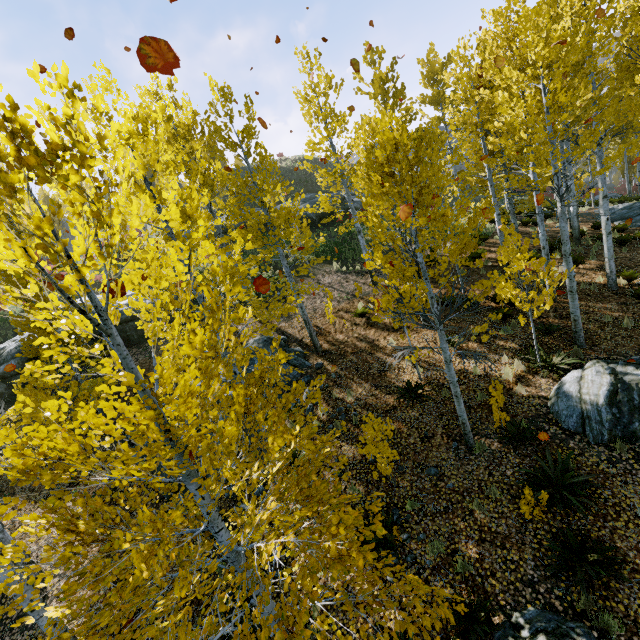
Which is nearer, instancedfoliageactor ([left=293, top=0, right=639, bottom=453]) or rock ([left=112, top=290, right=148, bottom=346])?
instancedfoliageactor ([left=293, top=0, right=639, bottom=453])

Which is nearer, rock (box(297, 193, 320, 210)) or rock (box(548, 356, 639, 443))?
rock (box(548, 356, 639, 443))

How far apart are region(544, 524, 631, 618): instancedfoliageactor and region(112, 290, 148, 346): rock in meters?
17.2

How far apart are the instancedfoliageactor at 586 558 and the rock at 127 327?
17.24m

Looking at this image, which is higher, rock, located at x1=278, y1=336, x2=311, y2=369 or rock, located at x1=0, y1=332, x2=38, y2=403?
rock, located at x1=0, y1=332, x2=38, y2=403

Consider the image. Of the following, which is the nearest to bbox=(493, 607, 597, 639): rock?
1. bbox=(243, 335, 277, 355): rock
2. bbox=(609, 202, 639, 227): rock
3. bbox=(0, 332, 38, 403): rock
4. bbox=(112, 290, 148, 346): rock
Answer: bbox=(243, 335, 277, 355): rock

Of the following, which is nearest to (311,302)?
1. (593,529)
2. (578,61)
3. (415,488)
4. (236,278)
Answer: (236,278)

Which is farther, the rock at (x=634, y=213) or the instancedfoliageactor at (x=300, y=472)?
the rock at (x=634, y=213)
